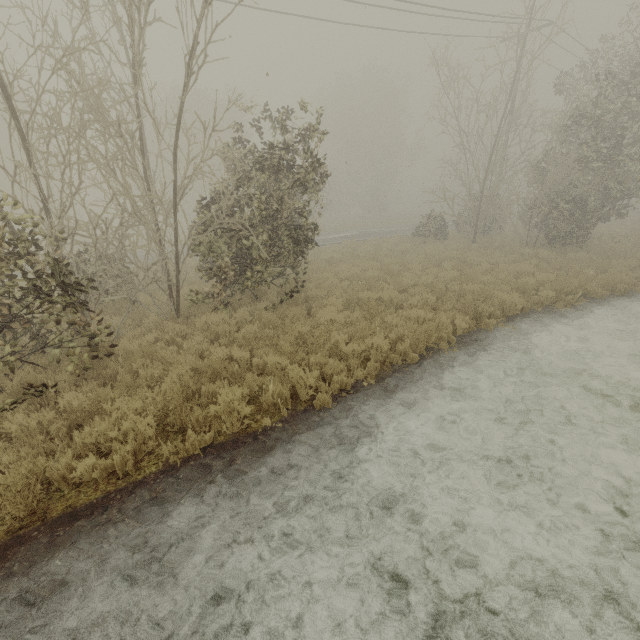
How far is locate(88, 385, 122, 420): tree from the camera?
4.8 meters

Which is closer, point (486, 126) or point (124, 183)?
point (124, 183)

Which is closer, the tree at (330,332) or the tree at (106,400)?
the tree at (106,400)

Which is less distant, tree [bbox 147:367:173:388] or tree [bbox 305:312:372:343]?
tree [bbox 147:367:173:388]

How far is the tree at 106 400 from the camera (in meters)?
4.80
